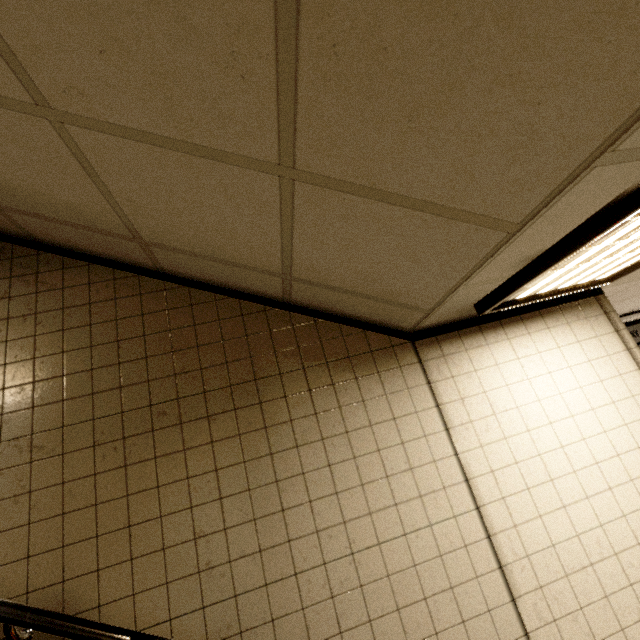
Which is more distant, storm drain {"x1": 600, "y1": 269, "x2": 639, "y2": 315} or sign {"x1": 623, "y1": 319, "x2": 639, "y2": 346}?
sign {"x1": 623, "y1": 319, "x2": 639, "y2": 346}

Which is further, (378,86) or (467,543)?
(467,543)

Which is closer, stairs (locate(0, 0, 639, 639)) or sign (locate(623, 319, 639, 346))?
stairs (locate(0, 0, 639, 639))

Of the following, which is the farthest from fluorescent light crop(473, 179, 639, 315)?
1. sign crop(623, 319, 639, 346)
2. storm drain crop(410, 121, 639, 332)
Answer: sign crop(623, 319, 639, 346)

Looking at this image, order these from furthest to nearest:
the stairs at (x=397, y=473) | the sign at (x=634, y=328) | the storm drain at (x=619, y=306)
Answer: the sign at (x=634, y=328), the storm drain at (x=619, y=306), the stairs at (x=397, y=473)

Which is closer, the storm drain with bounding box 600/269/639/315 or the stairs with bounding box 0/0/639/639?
the stairs with bounding box 0/0/639/639

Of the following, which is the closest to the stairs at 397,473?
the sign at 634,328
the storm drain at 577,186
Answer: the storm drain at 577,186
